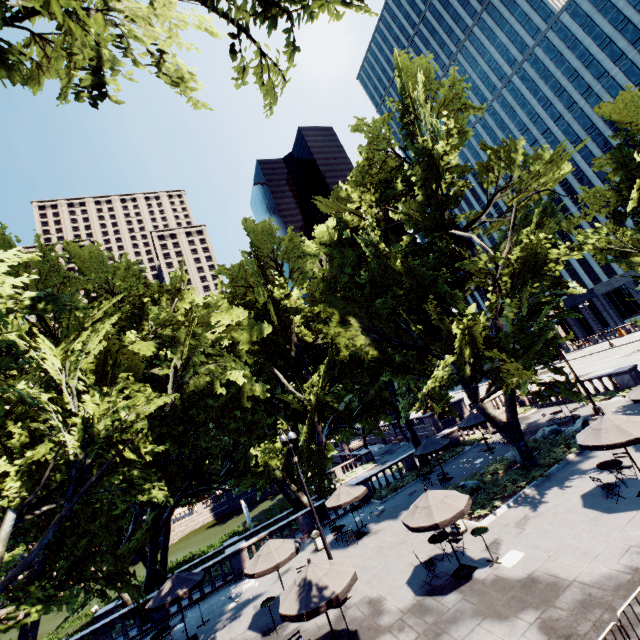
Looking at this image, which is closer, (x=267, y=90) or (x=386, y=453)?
(x=267, y=90)

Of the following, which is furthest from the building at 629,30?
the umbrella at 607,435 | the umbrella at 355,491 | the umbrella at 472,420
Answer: the umbrella at 355,491

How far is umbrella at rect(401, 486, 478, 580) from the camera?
11.6m

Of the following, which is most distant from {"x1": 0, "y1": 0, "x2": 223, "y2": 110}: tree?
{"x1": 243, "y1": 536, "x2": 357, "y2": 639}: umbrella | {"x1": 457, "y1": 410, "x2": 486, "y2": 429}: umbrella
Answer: {"x1": 243, "y1": 536, "x2": 357, "y2": 639}: umbrella

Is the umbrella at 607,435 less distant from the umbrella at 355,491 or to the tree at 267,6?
the tree at 267,6

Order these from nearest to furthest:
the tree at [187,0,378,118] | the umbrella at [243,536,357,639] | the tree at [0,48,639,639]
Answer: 1. the tree at [187,0,378,118]
2. the umbrella at [243,536,357,639]
3. the tree at [0,48,639,639]

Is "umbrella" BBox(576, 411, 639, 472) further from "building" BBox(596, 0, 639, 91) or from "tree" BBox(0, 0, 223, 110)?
"building" BBox(596, 0, 639, 91)

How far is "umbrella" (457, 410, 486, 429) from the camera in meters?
24.6 m
